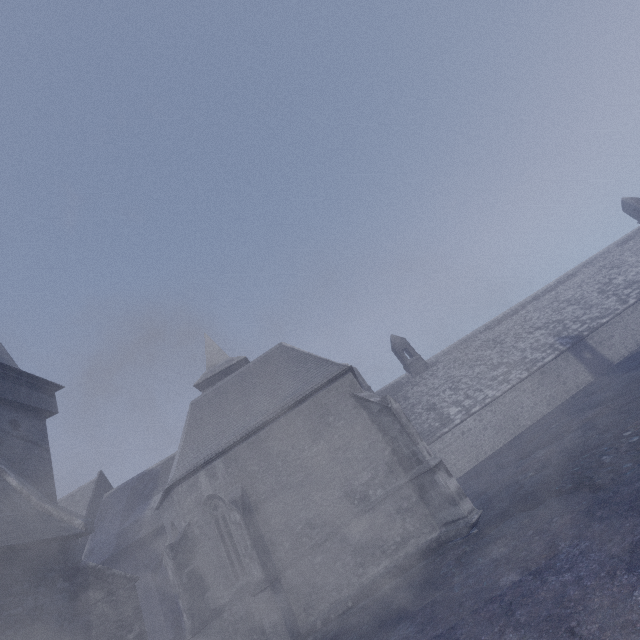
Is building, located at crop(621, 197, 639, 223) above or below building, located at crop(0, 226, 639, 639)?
above

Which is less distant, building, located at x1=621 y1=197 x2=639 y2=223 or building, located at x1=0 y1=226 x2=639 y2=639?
building, located at x1=0 y1=226 x2=639 y2=639

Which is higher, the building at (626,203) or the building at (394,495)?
the building at (626,203)

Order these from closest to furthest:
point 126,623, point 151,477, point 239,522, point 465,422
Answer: point 126,623, point 239,522, point 151,477, point 465,422

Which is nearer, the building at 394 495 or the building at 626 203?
the building at 394 495
